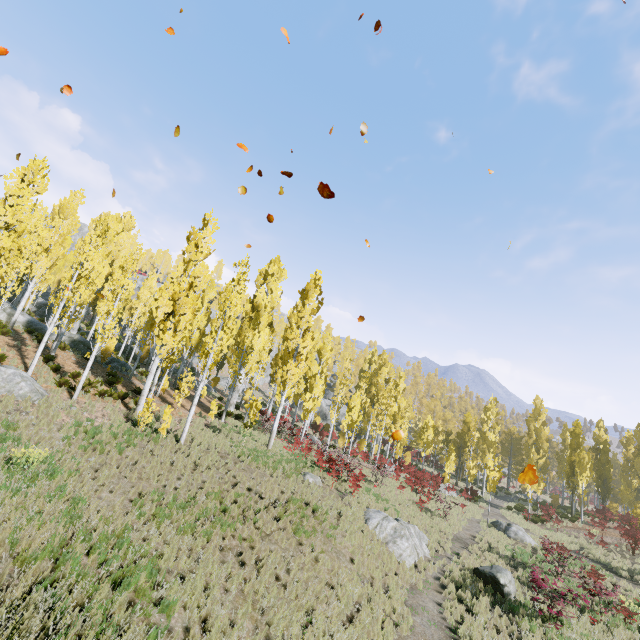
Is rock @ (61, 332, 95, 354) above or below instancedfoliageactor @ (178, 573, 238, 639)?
above

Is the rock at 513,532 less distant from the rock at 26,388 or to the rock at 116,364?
the rock at 26,388

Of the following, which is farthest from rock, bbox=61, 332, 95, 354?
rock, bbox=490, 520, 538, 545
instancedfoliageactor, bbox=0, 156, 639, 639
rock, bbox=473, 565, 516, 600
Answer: rock, bbox=490, 520, 538, 545

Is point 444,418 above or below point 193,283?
below

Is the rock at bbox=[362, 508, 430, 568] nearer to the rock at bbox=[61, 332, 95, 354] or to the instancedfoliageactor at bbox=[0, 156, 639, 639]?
the instancedfoliageactor at bbox=[0, 156, 639, 639]

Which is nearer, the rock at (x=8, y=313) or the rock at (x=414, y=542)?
the rock at (x=414, y=542)

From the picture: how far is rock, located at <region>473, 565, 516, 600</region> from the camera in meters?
13.7

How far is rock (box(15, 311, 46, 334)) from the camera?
25.2m
